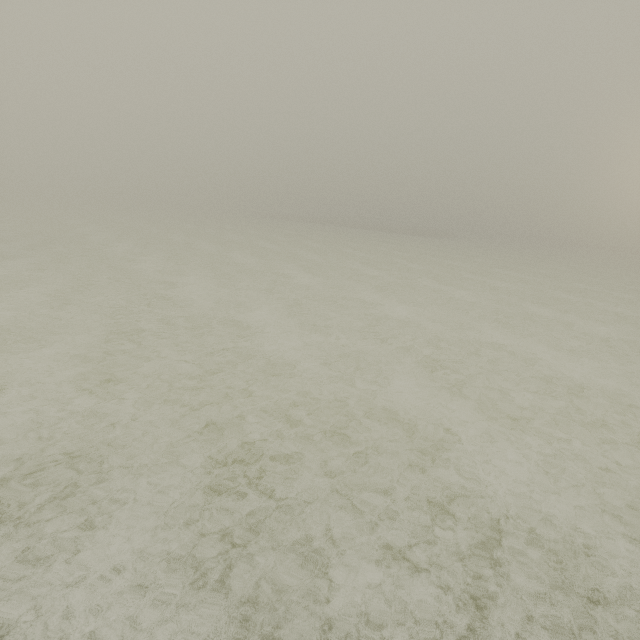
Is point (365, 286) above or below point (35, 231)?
below
